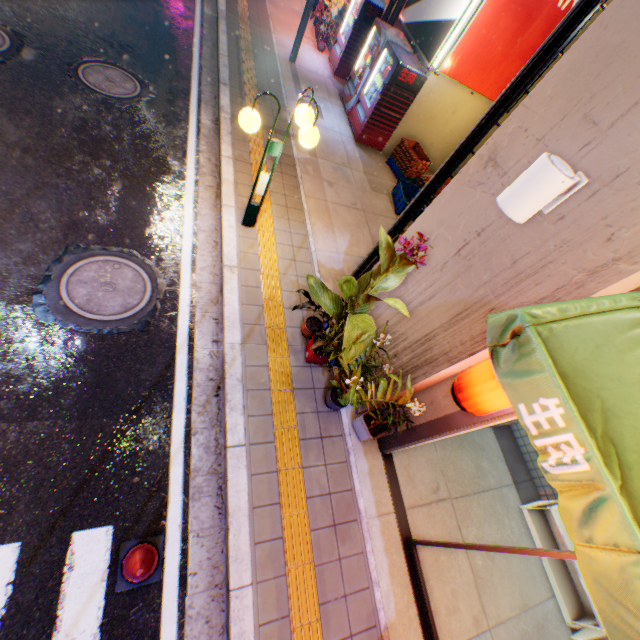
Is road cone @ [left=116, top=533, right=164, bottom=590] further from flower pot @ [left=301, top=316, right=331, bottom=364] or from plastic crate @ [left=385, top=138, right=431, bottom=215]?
plastic crate @ [left=385, top=138, right=431, bottom=215]

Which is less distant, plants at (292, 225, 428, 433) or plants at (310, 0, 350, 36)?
plants at (292, 225, 428, 433)

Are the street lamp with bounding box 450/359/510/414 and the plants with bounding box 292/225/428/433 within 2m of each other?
yes

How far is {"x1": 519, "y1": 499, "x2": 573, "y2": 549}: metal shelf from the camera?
4.8 meters

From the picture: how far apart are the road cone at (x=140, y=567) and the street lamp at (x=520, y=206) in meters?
4.0 m

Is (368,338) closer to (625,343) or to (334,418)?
(334,418)

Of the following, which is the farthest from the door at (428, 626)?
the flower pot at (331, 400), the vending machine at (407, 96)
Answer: the vending machine at (407, 96)

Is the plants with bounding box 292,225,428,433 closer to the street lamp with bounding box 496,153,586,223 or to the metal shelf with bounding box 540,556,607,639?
the street lamp with bounding box 496,153,586,223
